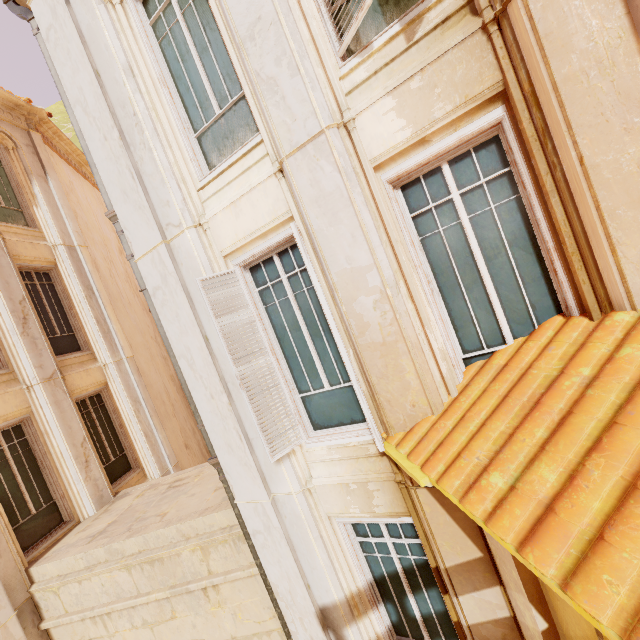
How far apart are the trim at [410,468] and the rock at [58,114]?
46.95m

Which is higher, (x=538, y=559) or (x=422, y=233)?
(x=422, y=233)

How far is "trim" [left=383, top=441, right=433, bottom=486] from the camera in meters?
2.7 m

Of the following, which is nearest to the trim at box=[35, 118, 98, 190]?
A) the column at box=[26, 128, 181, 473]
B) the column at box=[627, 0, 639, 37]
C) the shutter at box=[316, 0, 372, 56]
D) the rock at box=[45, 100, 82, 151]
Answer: the column at box=[26, 128, 181, 473]

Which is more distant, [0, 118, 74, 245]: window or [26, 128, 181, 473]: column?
[26, 128, 181, 473]: column

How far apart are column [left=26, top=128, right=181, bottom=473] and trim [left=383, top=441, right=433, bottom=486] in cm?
931

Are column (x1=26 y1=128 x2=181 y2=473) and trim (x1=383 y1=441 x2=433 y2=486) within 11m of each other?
yes

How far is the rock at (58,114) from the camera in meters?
31.4
